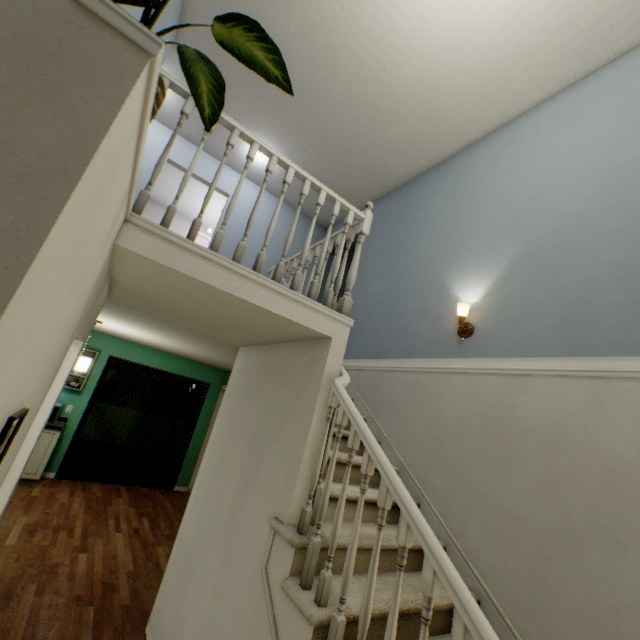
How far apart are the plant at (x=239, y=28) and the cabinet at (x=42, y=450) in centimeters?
553cm

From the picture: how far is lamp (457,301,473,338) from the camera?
2.6 meters

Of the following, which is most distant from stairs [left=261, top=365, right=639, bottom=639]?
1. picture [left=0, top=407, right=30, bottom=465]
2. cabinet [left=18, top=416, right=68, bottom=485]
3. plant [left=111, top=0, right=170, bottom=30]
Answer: cabinet [left=18, top=416, right=68, bottom=485]

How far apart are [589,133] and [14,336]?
3.6 meters

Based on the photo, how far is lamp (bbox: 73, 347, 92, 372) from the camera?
4.1m

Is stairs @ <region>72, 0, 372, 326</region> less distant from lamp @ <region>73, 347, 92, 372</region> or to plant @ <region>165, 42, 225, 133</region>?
plant @ <region>165, 42, 225, 133</region>

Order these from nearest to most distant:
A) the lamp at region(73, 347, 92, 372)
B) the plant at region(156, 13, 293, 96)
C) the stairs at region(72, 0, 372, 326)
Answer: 1. the stairs at region(72, 0, 372, 326)
2. the plant at region(156, 13, 293, 96)
3. the lamp at region(73, 347, 92, 372)

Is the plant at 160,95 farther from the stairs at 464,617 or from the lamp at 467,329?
the lamp at 467,329
